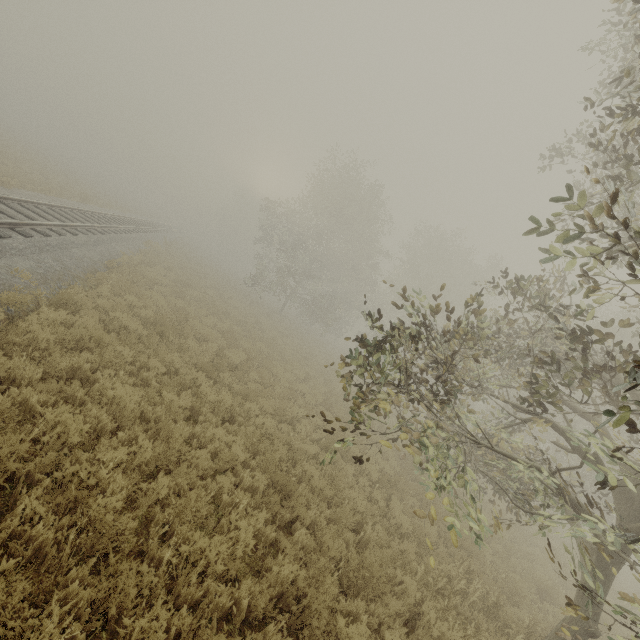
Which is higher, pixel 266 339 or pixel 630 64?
pixel 630 64
